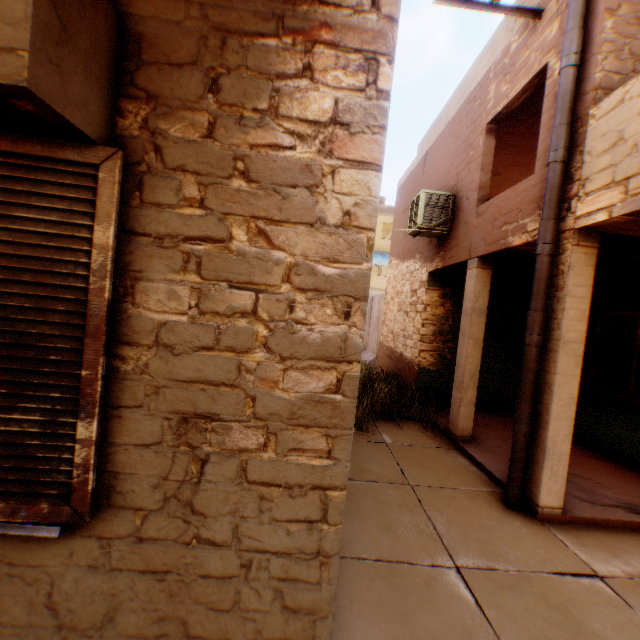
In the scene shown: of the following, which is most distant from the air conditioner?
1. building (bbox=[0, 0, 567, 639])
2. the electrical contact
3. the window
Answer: the window

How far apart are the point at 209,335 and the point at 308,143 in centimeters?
95cm

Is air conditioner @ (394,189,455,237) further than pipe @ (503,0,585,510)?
Yes

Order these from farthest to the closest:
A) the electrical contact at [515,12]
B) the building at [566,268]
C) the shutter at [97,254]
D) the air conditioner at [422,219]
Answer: the air conditioner at [422,219] → the electrical contact at [515,12] → the building at [566,268] → the shutter at [97,254]

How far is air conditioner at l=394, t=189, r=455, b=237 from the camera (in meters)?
6.89

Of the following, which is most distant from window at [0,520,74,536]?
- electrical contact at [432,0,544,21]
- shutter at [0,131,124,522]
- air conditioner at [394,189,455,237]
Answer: air conditioner at [394,189,455,237]

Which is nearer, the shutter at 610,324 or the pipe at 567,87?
the pipe at 567,87

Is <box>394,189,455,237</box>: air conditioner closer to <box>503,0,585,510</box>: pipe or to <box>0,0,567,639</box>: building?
<box>0,0,567,639</box>: building
